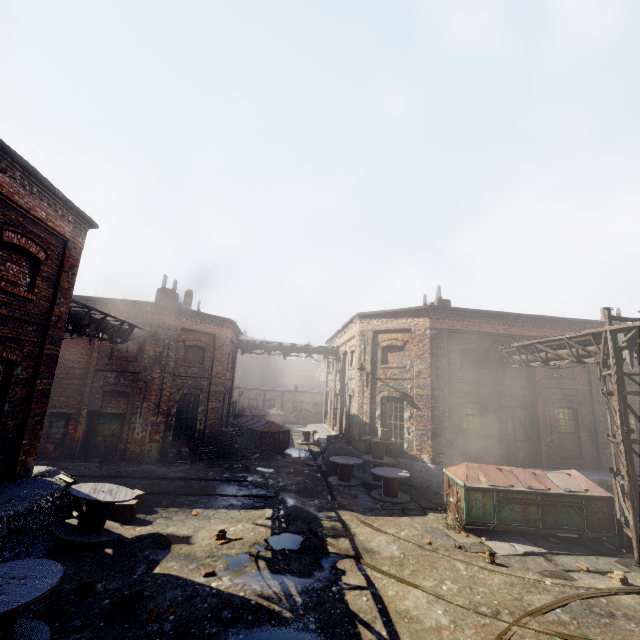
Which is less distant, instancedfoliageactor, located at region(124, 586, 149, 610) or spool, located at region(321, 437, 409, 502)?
instancedfoliageactor, located at region(124, 586, 149, 610)

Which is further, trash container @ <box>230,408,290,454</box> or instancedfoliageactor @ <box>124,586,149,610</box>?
trash container @ <box>230,408,290,454</box>

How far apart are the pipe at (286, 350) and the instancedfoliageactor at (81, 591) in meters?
17.9 m

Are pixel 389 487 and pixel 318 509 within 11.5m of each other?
yes

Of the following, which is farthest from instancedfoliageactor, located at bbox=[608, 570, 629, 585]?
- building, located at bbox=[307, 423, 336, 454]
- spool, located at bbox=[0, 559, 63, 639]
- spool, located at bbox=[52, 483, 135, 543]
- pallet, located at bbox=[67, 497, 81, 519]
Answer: pallet, located at bbox=[67, 497, 81, 519]

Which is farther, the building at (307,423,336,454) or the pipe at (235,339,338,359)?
the pipe at (235,339,338,359)

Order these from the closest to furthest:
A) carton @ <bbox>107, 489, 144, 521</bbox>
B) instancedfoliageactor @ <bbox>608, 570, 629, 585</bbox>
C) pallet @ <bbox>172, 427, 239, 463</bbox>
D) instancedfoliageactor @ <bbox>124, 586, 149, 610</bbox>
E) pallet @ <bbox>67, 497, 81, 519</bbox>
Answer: instancedfoliageactor @ <bbox>124, 586, 149, 610</bbox> → instancedfoliageactor @ <bbox>608, 570, 629, 585</bbox> → pallet @ <bbox>67, 497, 81, 519</bbox> → carton @ <bbox>107, 489, 144, 521</bbox> → pallet @ <bbox>172, 427, 239, 463</bbox>

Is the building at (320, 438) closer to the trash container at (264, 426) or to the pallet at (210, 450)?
the trash container at (264, 426)
